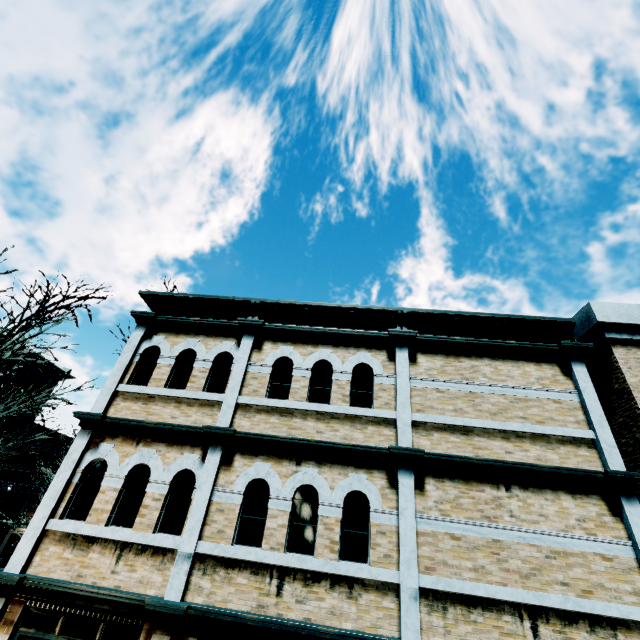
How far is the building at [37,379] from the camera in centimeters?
2552cm

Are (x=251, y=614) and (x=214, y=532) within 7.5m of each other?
yes

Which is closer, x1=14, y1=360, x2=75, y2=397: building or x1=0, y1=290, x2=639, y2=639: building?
x1=0, y1=290, x2=639, y2=639: building

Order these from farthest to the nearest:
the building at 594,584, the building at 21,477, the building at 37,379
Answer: the building at 37,379 < the building at 21,477 < the building at 594,584

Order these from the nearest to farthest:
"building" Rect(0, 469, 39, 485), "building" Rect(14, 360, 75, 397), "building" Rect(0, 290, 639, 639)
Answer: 1. "building" Rect(0, 290, 639, 639)
2. "building" Rect(0, 469, 39, 485)
3. "building" Rect(14, 360, 75, 397)

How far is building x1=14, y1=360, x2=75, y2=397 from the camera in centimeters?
2552cm
